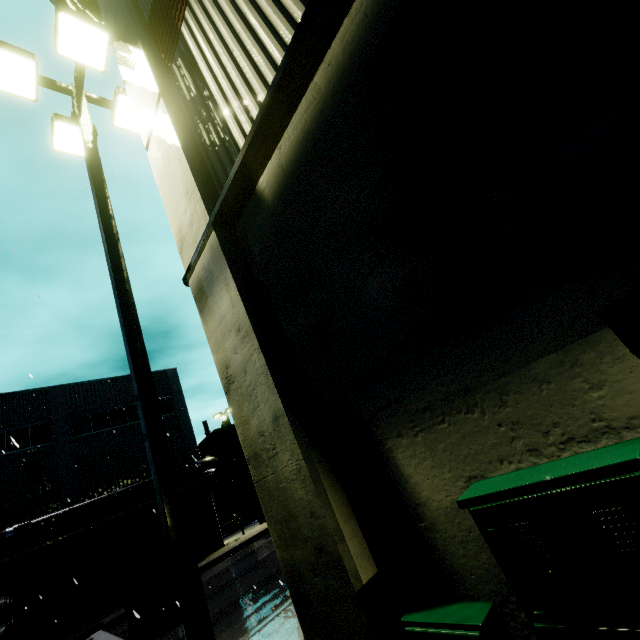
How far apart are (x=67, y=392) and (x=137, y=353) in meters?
26.6 m

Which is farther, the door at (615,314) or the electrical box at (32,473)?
the electrical box at (32,473)

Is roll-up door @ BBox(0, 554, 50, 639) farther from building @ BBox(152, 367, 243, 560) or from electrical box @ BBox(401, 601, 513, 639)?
electrical box @ BBox(401, 601, 513, 639)

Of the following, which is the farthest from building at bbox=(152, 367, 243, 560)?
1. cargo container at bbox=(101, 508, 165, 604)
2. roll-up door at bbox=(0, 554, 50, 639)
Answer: cargo container at bbox=(101, 508, 165, 604)

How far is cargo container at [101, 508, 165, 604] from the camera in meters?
11.1 m

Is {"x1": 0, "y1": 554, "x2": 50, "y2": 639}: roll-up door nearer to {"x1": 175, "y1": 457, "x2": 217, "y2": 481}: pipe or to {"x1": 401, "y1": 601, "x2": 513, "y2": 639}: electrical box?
{"x1": 175, "y1": 457, "x2": 217, "y2": 481}: pipe

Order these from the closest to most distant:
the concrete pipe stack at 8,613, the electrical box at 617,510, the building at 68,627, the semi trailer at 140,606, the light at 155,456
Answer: the electrical box at 617,510 → the light at 155,456 → the concrete pipe stack at 8,613 → the semi trailer at 140,606 → the building at 68,627

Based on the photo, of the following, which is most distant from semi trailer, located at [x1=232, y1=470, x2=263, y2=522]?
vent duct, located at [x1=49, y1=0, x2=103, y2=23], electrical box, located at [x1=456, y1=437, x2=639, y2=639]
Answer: electrical box, located at [x1=456, y1=437, x2=639, y2=639]
